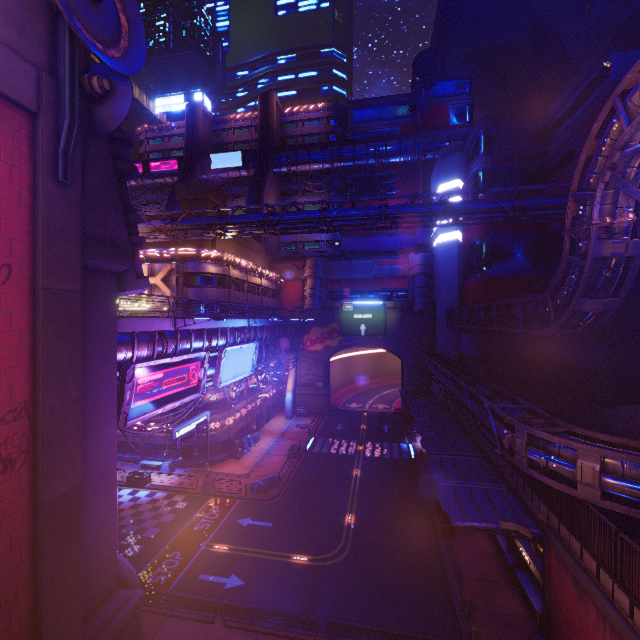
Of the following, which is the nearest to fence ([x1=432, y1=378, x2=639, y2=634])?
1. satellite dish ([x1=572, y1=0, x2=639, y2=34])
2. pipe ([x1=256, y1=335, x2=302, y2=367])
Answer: pipe ([x1=256, y1=335, x2=302, y2=367])

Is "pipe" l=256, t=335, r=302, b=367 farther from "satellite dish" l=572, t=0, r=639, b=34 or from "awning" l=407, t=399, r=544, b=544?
"satellite dish" l=572, t=0, r=639, b=34

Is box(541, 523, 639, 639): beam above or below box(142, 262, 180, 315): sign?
below

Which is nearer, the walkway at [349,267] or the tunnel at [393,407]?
the walkway at [349,267]

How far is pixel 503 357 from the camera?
38.78m

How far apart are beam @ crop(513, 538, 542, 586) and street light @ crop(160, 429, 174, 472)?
28.6m

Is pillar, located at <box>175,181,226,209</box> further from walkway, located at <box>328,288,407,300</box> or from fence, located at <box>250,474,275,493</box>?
fence, located at <box>250,474,275,493</box>

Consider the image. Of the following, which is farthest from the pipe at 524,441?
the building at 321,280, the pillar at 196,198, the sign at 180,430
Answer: the pillar at 196,198
